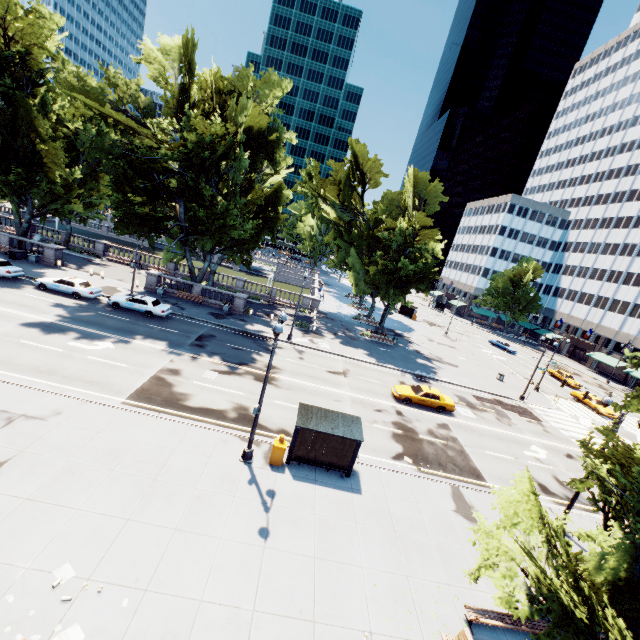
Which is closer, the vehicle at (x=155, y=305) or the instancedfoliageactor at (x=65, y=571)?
the instancedfoliageactor at (x=65, y=571)

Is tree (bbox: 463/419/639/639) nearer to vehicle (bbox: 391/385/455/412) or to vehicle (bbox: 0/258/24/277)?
vehicle (bbox: 0/258/24/277)

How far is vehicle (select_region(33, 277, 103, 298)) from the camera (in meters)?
28.50

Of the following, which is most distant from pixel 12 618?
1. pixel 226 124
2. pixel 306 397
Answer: pixel 226 124

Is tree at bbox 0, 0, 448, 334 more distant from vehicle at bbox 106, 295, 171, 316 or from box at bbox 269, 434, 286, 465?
box at bbox 269, 434, 286, 465

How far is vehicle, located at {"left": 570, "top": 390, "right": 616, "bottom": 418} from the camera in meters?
36.8

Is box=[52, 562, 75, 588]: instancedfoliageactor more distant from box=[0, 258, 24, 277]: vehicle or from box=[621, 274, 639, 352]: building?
box=[621, 274, 639, 352]: building

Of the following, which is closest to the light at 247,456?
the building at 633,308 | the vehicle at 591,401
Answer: the vehicle at 591,401
